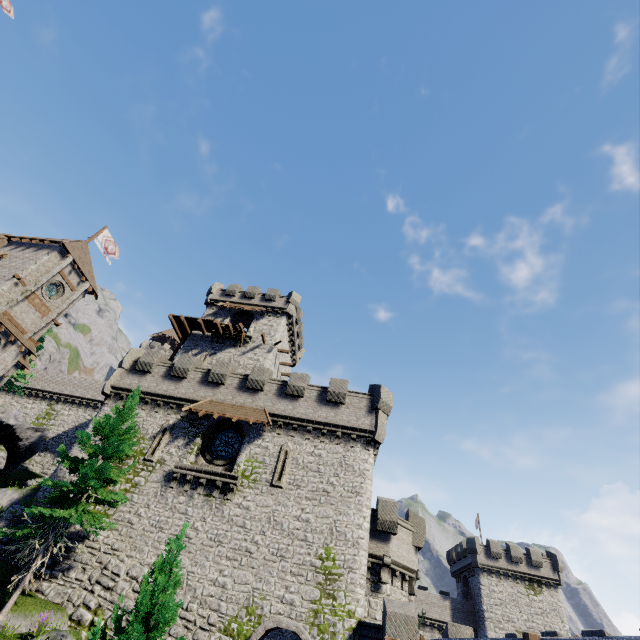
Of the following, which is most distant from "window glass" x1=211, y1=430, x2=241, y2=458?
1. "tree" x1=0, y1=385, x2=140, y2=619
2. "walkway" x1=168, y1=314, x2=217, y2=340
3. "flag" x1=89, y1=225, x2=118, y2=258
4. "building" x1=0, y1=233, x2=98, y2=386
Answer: "flag" x1=89, y1=225, x2=118, y2=258

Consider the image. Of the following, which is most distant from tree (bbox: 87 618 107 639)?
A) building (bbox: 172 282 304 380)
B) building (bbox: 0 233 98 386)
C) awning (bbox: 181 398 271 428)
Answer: building (bbox: 0 233 98 386)

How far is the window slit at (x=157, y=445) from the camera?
20.4m

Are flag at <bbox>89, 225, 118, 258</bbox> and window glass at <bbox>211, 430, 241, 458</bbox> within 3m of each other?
no

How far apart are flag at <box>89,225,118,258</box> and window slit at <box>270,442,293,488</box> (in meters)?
35.51

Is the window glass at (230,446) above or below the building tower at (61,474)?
above

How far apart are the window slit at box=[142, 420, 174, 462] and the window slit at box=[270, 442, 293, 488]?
7.42m

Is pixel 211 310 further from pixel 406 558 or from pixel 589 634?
pixel 589 634
